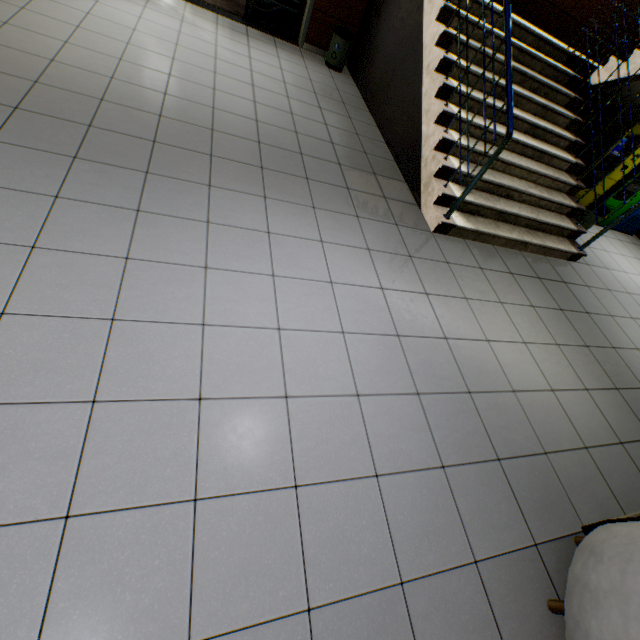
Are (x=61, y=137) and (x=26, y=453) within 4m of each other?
yes

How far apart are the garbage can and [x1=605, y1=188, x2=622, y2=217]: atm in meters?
5.0

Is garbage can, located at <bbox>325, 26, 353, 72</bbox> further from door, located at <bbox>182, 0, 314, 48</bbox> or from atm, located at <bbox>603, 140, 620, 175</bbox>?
atm, located at <bbox>603, 140, 620, 175</bbox>

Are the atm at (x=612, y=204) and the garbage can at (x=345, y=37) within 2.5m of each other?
no

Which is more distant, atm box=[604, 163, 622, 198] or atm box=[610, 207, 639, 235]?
atm box=[610, 207, 639, 235]

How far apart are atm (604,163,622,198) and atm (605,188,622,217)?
0.22m

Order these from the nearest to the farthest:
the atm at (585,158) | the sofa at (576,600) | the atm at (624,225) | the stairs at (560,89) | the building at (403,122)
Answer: the sofa at (576,600) → the stairs at (560,89) → the building at (403,122) → the atm at (585,158) → the atm at (624,225)

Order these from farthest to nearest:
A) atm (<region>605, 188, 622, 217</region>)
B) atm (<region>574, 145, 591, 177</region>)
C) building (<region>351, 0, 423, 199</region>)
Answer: atm (<region>605, 188, 622, 217</region>) < atm (<region>574, 145, 591, 177</region>) < building (<region>351, 0, 423, 199</region>)
